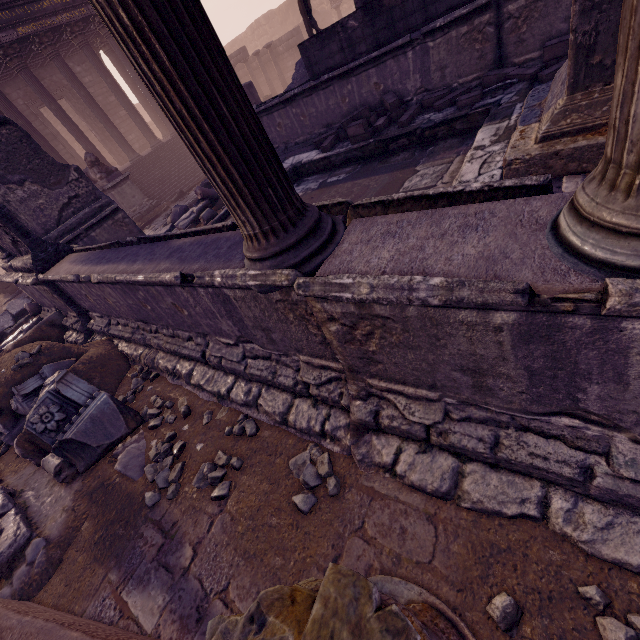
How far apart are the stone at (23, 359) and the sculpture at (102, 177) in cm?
912

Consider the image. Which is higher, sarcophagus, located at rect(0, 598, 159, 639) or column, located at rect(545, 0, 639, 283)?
column, located at rect(545, 0, 639, 283)

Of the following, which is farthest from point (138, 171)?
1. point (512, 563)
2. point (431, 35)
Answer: point (512, 563)

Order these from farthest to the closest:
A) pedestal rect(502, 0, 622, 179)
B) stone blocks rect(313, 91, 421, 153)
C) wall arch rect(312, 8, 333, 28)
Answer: wall arch rect(312, 8, 333, 28)
stone blocks rect(313, 91, 421, 153)
pedestal rect(502, 0, 622, 179)

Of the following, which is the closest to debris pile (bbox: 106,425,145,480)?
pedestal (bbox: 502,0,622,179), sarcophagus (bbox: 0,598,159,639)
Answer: sarcophagus (bbox: 0,598,159,639)

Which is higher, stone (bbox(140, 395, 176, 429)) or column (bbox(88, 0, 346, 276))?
column (bbox(88, 0, 346, 276))

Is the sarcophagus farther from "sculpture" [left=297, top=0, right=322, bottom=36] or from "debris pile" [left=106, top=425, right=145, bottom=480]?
"sculpture" [left=297, top=0, right=322, bottom=36]

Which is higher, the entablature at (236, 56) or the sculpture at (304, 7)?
the entablature at (236, 56)
